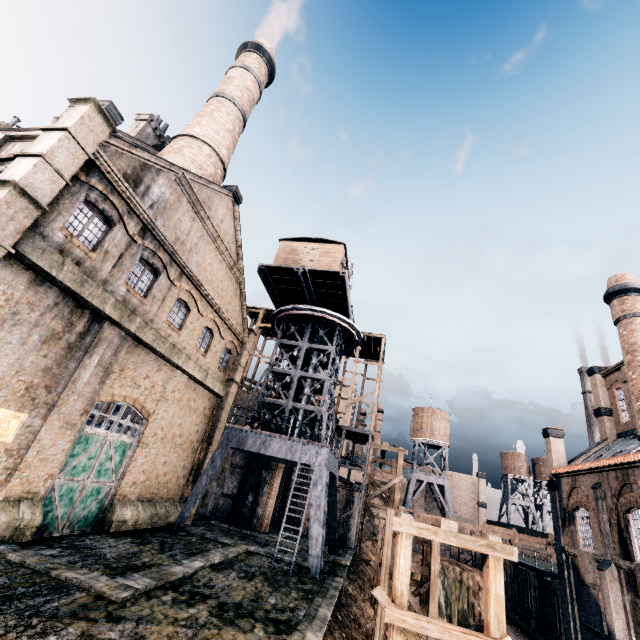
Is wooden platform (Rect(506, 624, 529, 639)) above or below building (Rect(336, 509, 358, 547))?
below

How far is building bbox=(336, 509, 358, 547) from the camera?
30.4m

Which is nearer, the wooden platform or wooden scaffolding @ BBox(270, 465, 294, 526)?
the wooden platform

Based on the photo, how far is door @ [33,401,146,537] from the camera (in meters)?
14.25

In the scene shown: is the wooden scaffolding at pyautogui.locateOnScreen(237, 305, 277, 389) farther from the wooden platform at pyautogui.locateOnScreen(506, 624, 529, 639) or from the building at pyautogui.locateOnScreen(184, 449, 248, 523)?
the wooden platform at pyautogui.locateOnScreen(506, 624, 529, 639)

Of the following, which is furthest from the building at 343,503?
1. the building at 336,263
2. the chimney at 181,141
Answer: the building at 336,263

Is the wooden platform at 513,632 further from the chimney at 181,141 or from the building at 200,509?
the chimney at 181,141

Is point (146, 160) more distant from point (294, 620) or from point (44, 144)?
point (294, 620)
